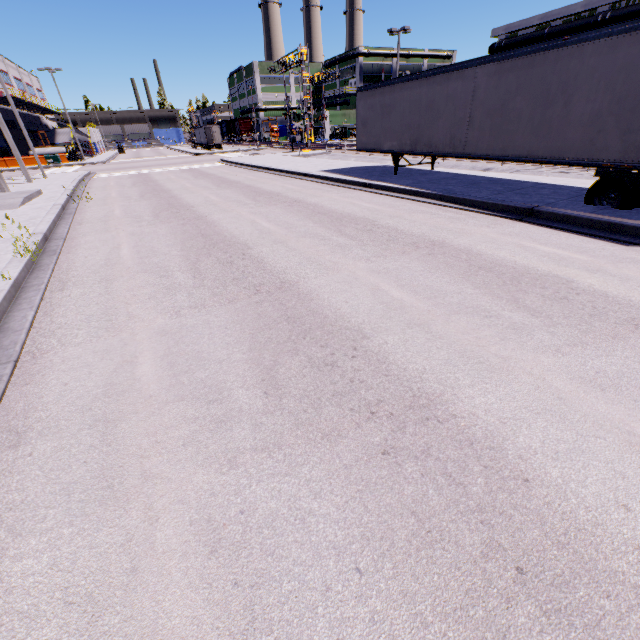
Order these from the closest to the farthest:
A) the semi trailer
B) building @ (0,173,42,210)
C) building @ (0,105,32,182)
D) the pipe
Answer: the semi trailer < building @ (0,173,42,210) < building @ (0,105,32,182) < the pipe

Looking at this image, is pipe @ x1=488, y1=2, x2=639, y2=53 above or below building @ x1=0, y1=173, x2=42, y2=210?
above

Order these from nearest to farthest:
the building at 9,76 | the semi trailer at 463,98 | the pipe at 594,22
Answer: the semi trailer at 463,98 → the pipe at 594,22 → the building at 9,76

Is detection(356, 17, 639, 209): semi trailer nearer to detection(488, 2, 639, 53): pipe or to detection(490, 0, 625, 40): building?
detection(490, 0, 625, 40): building

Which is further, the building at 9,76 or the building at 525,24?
the building at 9,76

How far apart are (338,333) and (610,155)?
8.65m

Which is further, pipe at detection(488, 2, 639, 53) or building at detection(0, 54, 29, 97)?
building at detection(0, 54, 29, 97)
